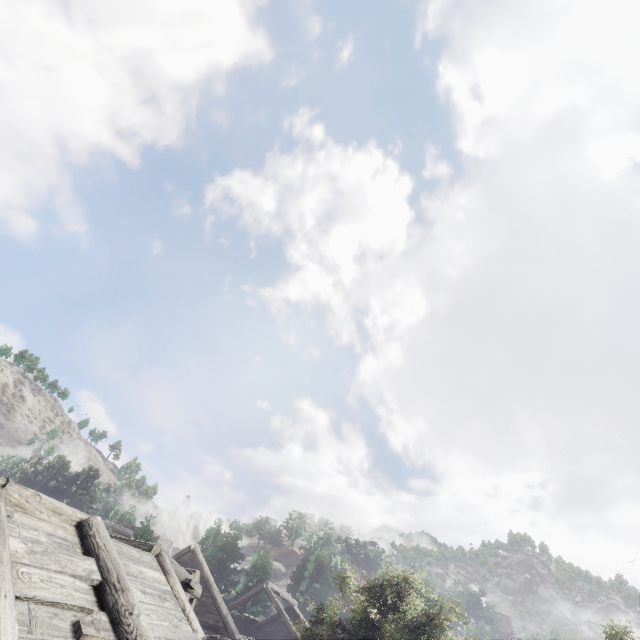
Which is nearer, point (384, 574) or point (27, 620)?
point (27, 620)
